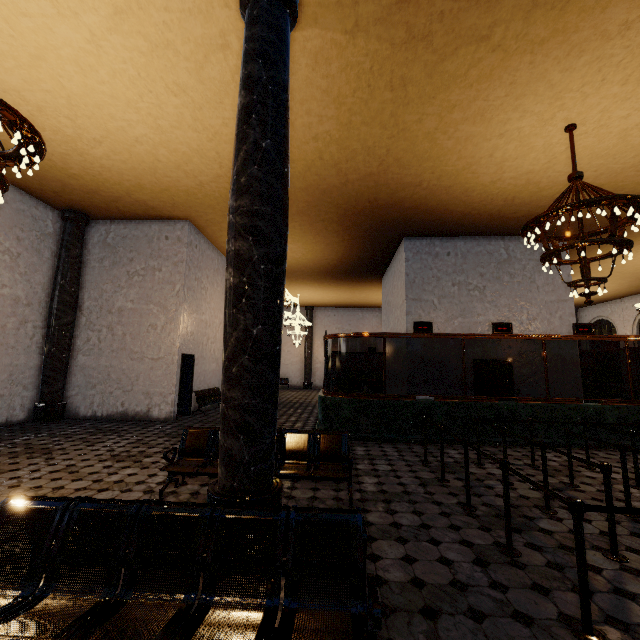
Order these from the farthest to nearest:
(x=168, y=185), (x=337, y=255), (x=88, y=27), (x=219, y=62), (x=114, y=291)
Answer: (x=337, y=255), (x=114, y=291), (x=168, y=185), (x=219, y=62), (x=88, y=27)
